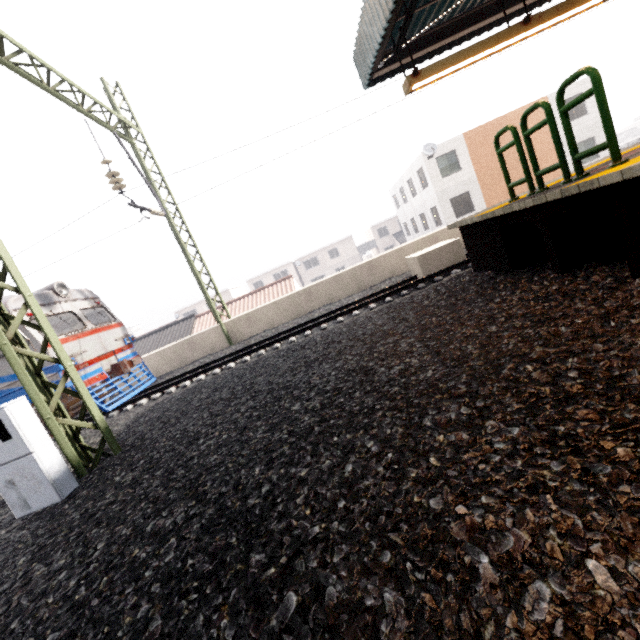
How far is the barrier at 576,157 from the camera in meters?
3.3

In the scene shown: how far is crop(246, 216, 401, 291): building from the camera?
48.12m

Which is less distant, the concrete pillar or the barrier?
the barrier

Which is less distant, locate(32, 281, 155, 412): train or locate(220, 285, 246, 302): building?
locate(32, 281, 155, 412): train

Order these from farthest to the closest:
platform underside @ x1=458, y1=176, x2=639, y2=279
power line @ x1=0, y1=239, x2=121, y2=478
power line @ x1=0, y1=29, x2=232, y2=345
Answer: power line @ x1=0, y1=29, x2=232, y2=345
power line @ x1=0, y1=239, x2=121, y2=478
platform underside @ x1=458, y1=176, x2=639, y2=279

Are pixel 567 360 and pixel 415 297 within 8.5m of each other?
yes

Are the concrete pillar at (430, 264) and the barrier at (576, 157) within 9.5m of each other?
yes

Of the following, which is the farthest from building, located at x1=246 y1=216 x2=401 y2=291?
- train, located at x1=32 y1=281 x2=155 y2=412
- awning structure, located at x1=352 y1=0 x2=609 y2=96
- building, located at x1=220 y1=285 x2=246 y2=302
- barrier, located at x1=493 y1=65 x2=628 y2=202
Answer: barrier, located at x1=493 y1=65 x2=628 y2=202
